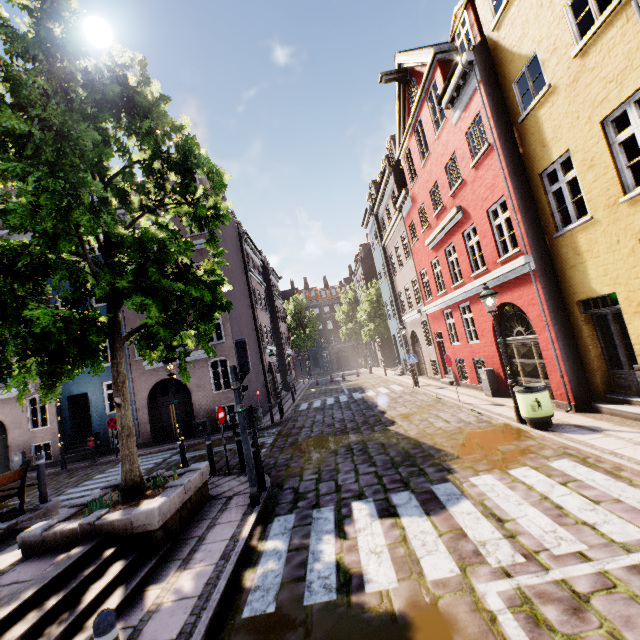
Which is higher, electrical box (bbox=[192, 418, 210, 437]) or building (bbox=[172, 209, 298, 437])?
building (bbox=[172, 209, 298, 437])

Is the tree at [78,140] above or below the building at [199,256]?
below

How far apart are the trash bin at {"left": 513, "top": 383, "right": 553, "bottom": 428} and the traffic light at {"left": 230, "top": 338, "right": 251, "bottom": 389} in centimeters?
661cm

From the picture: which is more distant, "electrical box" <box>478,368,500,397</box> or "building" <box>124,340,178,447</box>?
"building" <box>124,340,178,447</box>

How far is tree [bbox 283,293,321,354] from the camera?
49.2m

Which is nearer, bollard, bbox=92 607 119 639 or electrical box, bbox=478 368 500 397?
bollard, bbox=92 607 119 639

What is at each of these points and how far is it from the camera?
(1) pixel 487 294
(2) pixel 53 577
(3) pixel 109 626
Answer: (1) street light, 8.73m
(2) stairs, 4.35m
(3) bollard, 2.51m

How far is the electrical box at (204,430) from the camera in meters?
16.8
